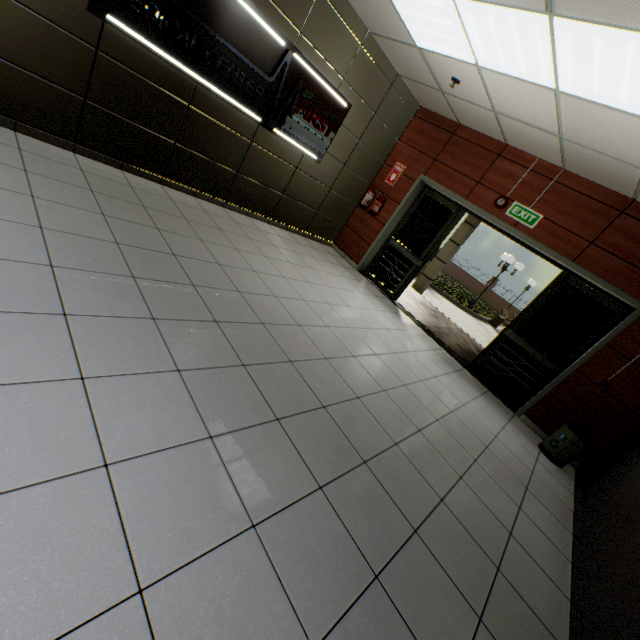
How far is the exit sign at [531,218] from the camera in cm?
507

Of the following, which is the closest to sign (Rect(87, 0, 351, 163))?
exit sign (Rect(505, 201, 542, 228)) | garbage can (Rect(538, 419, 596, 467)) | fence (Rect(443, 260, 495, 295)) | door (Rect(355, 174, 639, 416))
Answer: door (Rect(355, 174, 639, 416))

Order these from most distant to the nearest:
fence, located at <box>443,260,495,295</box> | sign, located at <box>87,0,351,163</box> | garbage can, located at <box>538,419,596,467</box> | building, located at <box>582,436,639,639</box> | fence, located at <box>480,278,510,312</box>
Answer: fence, located at <box>443,260,495,295</box>, fence, located at <box>480,278,510,312</box>, garbage can, located at <box>538,419,596,467</box>, sign, located at <box>87,0,351,163</box>, building, located at <box>582,436,639,639</box>

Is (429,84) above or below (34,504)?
above

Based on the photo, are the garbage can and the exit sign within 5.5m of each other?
yes

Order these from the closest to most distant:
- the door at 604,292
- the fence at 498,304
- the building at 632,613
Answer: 1. the building at 632,613
2. the door at 604,292
3. the fence at 498,304

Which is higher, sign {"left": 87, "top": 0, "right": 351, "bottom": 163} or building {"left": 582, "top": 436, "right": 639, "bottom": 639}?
sign {"left": 87, "top": 0, "right": 351, "bottom": 163}

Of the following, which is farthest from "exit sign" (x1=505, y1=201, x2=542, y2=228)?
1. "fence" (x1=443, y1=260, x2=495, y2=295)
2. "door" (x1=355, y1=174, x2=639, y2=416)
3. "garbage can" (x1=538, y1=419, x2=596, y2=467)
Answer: "fence" (x1=443, y1=260, x2=495, y2=295)
